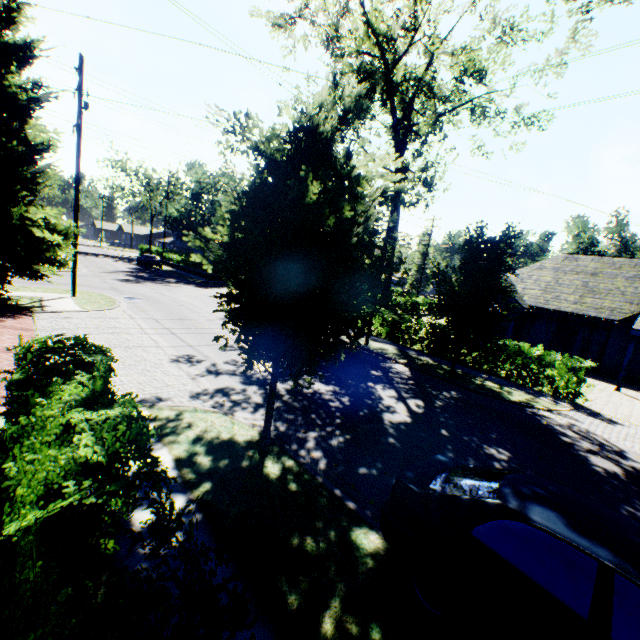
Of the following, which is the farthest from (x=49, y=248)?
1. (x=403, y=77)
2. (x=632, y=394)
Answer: (x=632, y=394)

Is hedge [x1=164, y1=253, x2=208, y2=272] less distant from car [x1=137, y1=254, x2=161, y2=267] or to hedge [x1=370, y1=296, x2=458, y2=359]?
car [x1=137, y1=254, x2=161, y2=267]

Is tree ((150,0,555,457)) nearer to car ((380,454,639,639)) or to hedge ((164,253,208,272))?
car ((380,454,639,639))

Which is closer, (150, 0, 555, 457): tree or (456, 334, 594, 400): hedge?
(150, 0, 555, 457): tree

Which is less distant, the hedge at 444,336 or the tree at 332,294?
the tree at 332,294

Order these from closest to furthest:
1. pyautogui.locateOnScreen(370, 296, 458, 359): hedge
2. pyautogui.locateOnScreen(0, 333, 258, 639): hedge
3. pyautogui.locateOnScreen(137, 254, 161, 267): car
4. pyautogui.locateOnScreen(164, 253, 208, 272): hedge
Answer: pyautogui.locateOnScreen(0, 333, 258, 639): hedge < pyautogui.locateOnScreen(370, 296, 458, 359): hedge < pyautogui.locateOnScreen(164, 253, 208, 272): hedge < pyautogui.locateOnScreen(137, 254, 161, 267): car

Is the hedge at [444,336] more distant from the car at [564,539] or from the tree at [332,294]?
the car at [564,539]

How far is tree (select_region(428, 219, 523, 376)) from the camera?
11.84m
